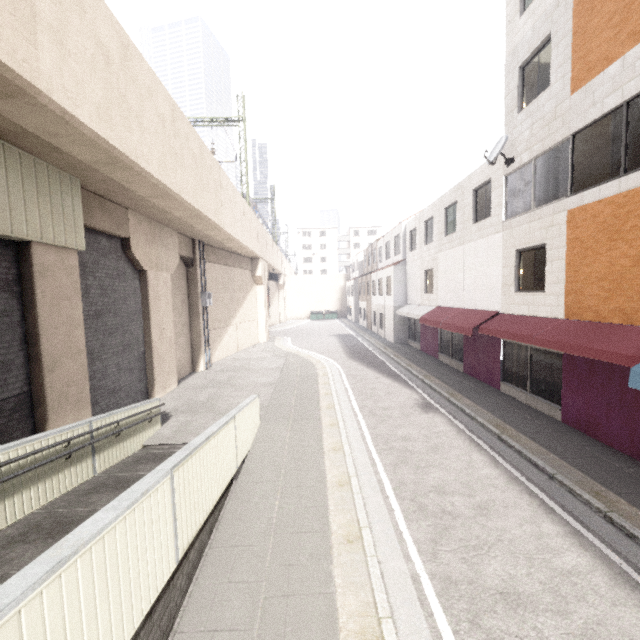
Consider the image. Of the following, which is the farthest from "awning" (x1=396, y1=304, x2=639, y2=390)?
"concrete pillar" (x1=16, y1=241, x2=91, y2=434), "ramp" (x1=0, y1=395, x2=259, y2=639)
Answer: "concrete pillar" (x1=16, y1=241, x2=91, y2=434)

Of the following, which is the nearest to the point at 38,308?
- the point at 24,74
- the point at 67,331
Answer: the point at 67,331

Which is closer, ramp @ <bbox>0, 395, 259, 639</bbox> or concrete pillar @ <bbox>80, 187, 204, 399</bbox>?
→ ramp @ <bbox>0, 395, 259, 639</bbox>

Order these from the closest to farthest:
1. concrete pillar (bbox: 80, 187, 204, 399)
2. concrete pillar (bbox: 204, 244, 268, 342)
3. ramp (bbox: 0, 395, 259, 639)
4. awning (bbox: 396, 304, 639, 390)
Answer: ramp (bbox: 0, 395, 259, 639) < awning (bbox: 396, 304, 639, 390) < concrete pillar (bbox: 80, 187, 204, 399) < concrete pillar (bbox: 204, 244, 268, 342)

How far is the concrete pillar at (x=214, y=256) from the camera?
19.52m

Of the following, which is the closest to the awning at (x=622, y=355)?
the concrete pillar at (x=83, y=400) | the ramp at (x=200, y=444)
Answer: the ramp at (x=200, y=444)

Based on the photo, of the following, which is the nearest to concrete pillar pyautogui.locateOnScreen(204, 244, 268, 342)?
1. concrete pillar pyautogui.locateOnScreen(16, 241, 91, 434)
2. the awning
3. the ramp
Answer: concrete pillar pyautogui.locateOnScreen(16, 241, 91, 434)

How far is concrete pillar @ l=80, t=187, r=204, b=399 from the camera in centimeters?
982cm
